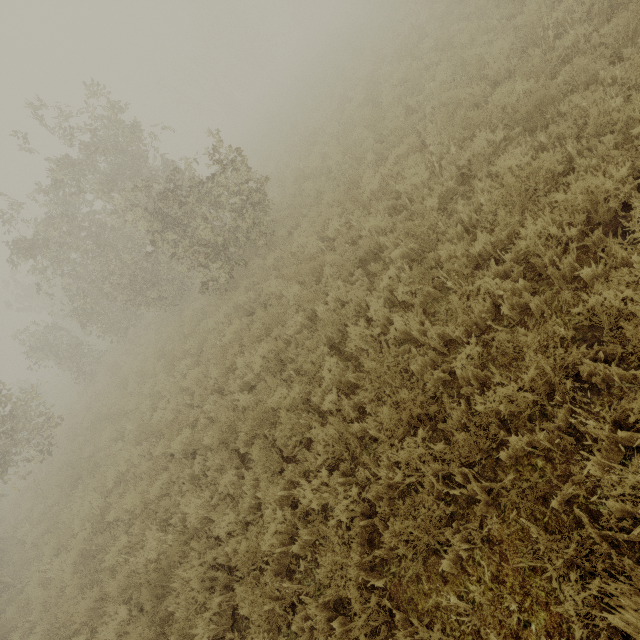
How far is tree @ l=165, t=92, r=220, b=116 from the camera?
43.8 meters

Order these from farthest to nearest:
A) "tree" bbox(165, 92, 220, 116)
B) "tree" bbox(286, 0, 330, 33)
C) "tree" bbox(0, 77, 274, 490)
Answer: "tree" bbox(286, 0, 330, 33)
"tree" bbox(165, 92, 220, 116)
"tree" bbox(0, 77, 274, 490)

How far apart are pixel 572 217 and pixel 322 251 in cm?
517

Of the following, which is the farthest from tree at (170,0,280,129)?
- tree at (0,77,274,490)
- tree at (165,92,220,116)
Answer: tree at (0,77,274,490)

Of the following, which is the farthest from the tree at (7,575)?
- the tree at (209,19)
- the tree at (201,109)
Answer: the tree at (209,19)

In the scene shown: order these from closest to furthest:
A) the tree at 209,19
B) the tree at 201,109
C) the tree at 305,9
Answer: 1. the tree at 209,19
2. the tree at 201,109
3. the tree at 305,9

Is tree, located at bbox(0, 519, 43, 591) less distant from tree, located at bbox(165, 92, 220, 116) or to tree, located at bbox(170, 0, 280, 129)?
tree, located at bbox(165, 92, 220, 116)
